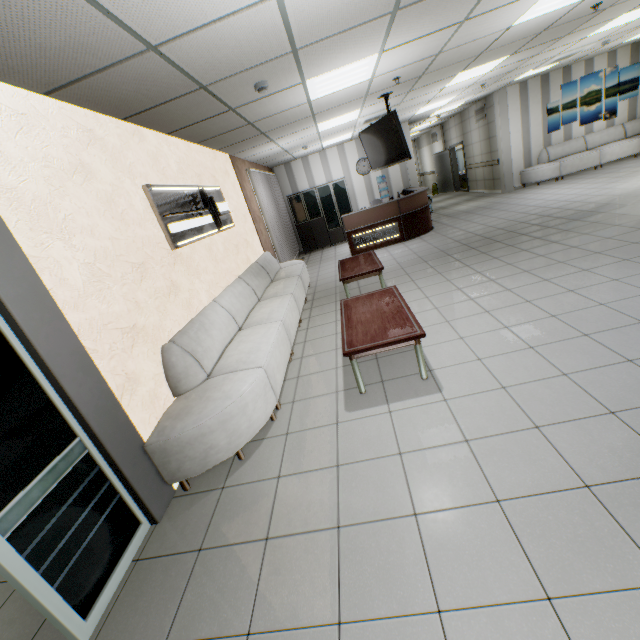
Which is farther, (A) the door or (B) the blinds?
(A) the door

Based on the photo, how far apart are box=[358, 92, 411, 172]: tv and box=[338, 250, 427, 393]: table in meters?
3.0

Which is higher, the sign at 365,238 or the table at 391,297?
the table at 391,297

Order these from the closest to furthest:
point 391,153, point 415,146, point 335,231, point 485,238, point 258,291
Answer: Result:
point 258,291
point 391,153
point 485,238
point 335,231
point 415,146

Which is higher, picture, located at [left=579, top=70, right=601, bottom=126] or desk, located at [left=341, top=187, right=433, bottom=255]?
picture, located at [left=579, top=70, right=601, bottom=126]

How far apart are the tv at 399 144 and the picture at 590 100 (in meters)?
8.09

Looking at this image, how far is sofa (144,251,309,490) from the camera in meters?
2.6 m

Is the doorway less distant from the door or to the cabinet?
the cabinet
